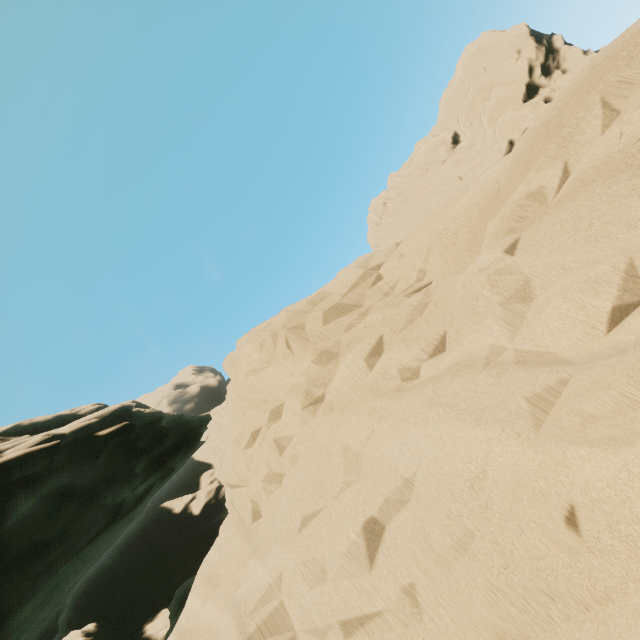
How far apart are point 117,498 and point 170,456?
2.3 meters
